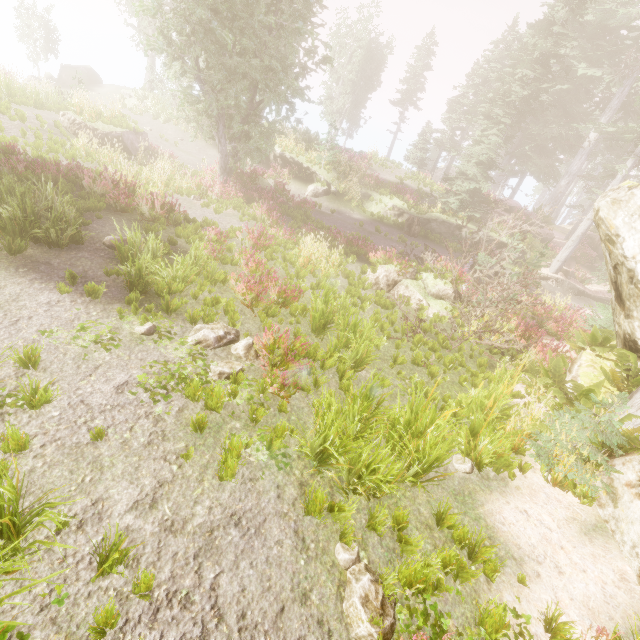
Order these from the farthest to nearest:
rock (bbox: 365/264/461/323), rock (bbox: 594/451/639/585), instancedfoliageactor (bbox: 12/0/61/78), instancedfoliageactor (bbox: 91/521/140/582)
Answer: instancedfoliageactor (bbox: 12/0/61/78), rock (bbox: 365/264/461/323), rock (bbox: 594/451/639/585), instancedfoliageactor (bbox: 91/521/140/582)

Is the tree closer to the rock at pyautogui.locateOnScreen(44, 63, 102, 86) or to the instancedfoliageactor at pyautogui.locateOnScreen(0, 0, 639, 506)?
the instancedfoliageactor at pyautogui.locateOnScreen(0, 0, 639, 506)

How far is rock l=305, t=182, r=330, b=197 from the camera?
21.95m

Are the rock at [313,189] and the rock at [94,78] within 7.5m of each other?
no

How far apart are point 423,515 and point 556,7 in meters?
28.2

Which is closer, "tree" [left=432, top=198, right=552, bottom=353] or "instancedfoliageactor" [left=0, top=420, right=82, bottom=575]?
"instancedfoliageactor" [left=0, top=420, right=82, bottom=575]

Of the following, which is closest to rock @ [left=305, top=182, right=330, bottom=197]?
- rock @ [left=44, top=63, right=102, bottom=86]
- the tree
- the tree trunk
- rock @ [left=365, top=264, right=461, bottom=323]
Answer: the tree trunk

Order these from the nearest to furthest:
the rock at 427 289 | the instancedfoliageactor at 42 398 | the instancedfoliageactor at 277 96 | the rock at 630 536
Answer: the instancedfoliageactor at 42 398
the rock at 630 536
the instancedfoliageactor at 277 96
the rock at 427 289
